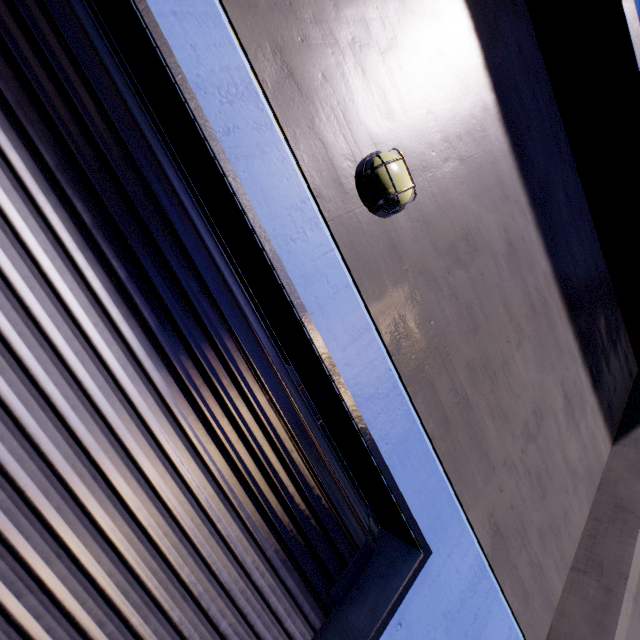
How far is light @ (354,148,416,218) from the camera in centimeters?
224cm

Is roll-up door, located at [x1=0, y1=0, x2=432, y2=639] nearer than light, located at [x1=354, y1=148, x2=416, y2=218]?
Yes

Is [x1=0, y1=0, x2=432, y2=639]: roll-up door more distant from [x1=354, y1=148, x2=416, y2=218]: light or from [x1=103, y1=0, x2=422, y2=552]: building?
[x1=354, y1=148, x2=416, y2=218]: light

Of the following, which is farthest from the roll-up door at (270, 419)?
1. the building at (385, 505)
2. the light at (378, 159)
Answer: the light at (378, 159)

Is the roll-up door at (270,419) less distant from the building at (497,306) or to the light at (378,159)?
the building at (497,306)

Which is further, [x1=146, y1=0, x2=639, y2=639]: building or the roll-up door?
[x1=146, y1=0, x2=639, y2=639]: building

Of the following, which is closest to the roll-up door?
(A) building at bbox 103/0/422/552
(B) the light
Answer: (A) building at bbox 103/0/422/552

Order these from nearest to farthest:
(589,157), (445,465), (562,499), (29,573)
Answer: (29,573) < (445,465) < (562,499) < (589,157)
